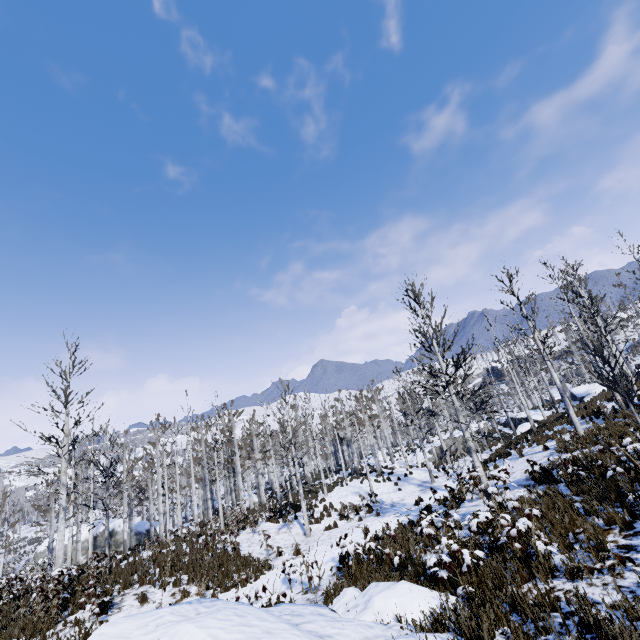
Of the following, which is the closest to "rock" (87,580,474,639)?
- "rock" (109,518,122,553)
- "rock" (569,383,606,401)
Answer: "rock" (569,383,606,401)

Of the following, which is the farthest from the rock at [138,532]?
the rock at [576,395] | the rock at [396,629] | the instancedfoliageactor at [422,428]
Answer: the rock at [576,395]

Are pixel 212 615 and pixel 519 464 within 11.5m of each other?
no

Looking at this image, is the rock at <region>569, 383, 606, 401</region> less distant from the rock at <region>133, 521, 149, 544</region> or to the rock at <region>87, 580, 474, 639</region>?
the rock at <region>87, 580, 474, 639</region>

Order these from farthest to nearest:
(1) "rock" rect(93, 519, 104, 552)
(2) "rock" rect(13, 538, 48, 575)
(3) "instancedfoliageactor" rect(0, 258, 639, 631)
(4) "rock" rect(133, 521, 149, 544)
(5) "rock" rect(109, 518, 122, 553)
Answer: (4) "rock" rect(133, 521, 149, 544), (5) "rock" rect(109, 518, 122, 553), (1) "rock" rect(93, 519, 104, 552), (2) "rock" rect(13, 538, 48, 575), (3) "instancedfoliageactor" rect(0, 258, 639, 631)

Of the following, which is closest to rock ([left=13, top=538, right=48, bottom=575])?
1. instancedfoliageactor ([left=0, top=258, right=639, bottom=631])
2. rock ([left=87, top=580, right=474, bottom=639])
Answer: instancedfoliageactor ([left=0, top=258, right=639, bottom=631])

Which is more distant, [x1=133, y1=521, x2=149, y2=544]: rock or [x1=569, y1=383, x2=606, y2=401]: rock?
[x1=133, y1=521, x2=149, y2=544]: rock

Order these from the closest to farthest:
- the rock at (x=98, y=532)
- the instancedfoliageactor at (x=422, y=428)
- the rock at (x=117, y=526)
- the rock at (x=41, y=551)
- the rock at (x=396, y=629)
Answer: the rock at (x=396, y=629) → the instancedfoliageactor at (x=422, y=428) → the rock at (x=41, y=551) → the rock at (x=98, y=532) → the rock at (x=117, y=526)
